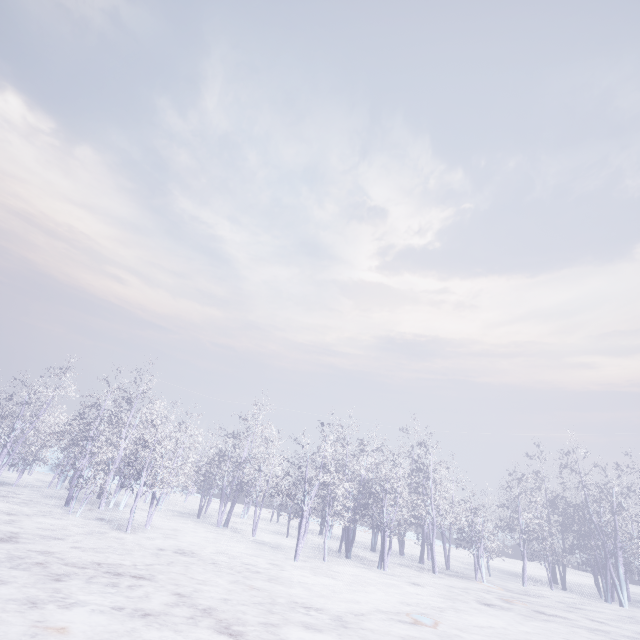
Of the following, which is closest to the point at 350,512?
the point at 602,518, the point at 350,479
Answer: the point at 350,479
